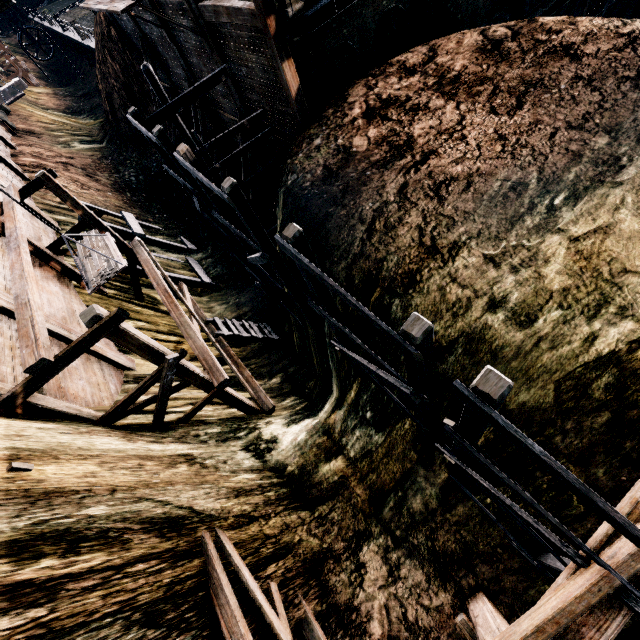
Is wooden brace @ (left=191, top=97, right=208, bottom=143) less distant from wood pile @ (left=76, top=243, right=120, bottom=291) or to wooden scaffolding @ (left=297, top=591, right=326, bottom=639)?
wood pile @ (left=76, top=243, right=120, bottom=291)

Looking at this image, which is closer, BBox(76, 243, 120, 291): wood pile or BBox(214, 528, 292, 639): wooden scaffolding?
BBox(214, 528, 292, 639): wooden scaffolding

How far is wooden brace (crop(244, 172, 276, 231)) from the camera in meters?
16.8 m

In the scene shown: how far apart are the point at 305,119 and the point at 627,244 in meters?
9.7

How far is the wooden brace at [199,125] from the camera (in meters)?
17.31

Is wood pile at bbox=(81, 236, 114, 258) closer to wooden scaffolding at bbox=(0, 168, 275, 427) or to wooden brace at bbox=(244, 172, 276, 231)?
wooden scaffolding at bbox=(0, 168, 275, 427)

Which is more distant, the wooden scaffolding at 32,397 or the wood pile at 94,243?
the wood pile at 94,243

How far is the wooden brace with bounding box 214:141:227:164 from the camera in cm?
1928
